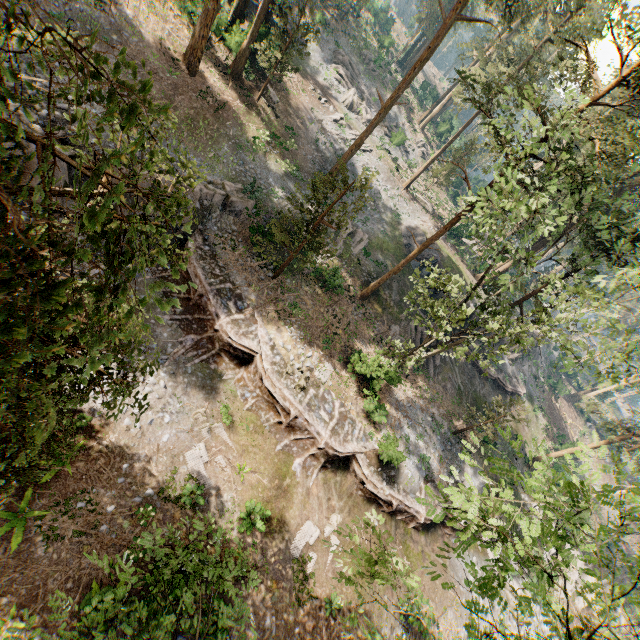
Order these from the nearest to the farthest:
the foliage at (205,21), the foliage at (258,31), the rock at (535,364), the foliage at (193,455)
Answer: the foliage at (193,455), the foliage at (205,21), the foliage at (258,31), the rock at (535,364)

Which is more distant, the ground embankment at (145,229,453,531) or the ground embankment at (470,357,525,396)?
the ground embankment at (470,357,525,396)

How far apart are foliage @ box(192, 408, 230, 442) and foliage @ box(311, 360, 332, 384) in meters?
6.0

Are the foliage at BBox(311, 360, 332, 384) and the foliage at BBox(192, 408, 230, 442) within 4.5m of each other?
no

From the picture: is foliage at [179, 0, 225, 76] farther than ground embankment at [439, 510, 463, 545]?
No

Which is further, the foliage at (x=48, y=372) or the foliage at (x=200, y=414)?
the foliage at (x=200, y=414)

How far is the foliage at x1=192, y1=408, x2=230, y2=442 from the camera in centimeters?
1605cm

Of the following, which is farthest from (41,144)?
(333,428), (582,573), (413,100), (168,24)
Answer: (413,100)
